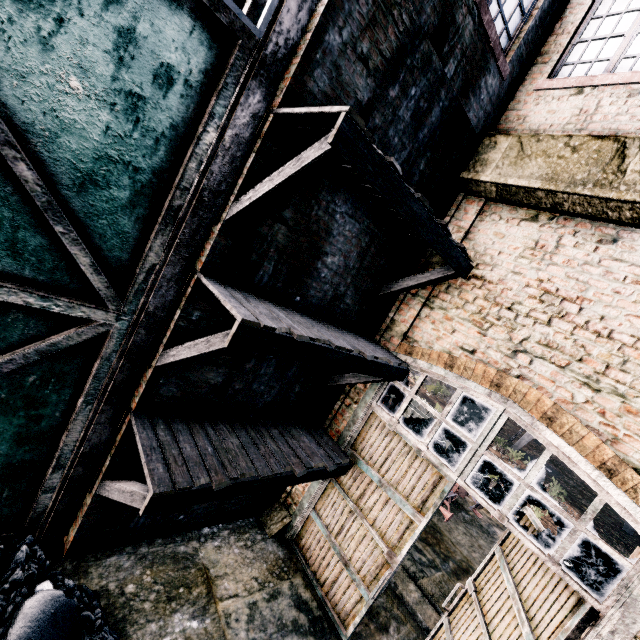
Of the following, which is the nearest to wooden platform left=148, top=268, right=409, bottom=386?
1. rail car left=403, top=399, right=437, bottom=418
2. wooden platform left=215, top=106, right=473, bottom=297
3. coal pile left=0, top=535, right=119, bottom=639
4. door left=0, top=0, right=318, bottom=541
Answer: door left=0, top=0, right=318, bottom=541

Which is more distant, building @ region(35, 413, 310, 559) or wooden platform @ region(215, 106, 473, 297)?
building @ region(35, 413, 310, 559)

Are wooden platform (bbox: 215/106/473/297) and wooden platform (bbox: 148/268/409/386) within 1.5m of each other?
yes

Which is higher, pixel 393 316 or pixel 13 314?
pixel 393 316

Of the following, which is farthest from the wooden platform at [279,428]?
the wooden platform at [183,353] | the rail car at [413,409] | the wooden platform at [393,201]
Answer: the rail car at [413,409]

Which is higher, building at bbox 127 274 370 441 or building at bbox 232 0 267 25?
building at bbox 232 0 267 25

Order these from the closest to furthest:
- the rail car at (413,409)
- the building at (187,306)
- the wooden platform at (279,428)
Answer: the wooden platform at (279,428) < the building at (187,306) < the rail car at (413,409)

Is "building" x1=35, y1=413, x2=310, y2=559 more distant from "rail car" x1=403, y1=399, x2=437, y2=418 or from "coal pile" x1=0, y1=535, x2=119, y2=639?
"rail car" x1=403, y1=399, x2=437, y2=418
